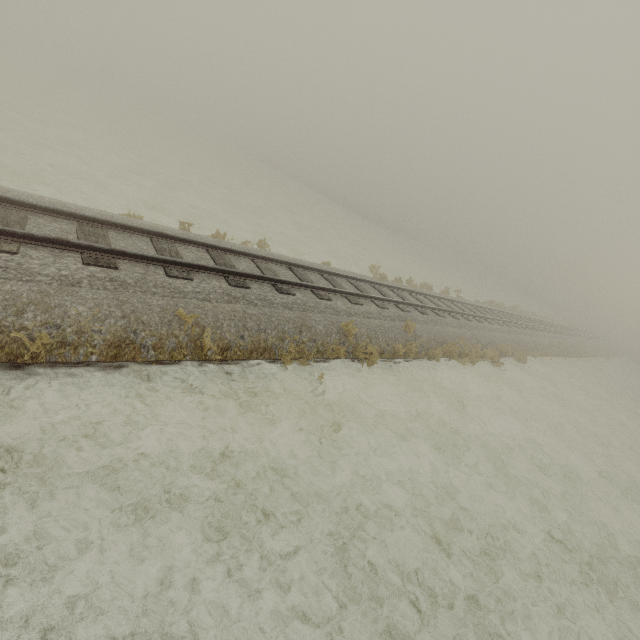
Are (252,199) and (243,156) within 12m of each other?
no
